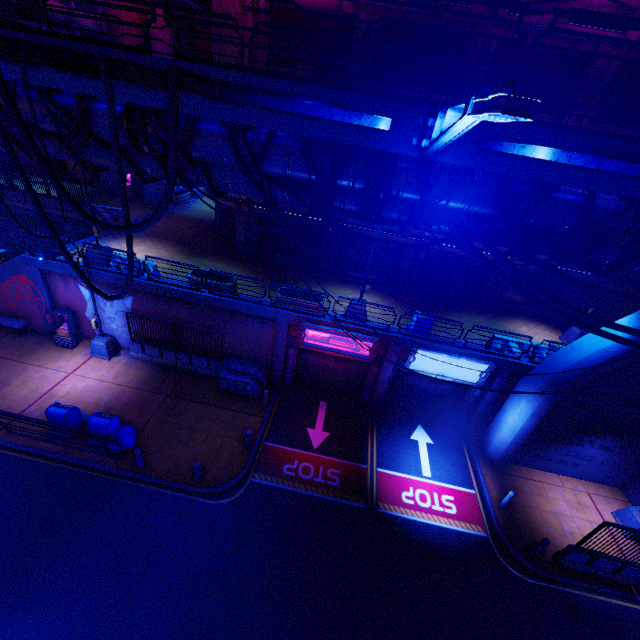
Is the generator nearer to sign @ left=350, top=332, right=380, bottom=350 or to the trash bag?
sign @ left=350, top=332, right=380, bottom=350

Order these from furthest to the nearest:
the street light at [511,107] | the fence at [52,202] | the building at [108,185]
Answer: the building at [108,185]
the fence at [52,202]
the street light at [511,107]

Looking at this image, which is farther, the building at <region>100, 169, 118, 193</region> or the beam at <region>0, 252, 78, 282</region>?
the building at <region>100, 169, 118, 193</region>

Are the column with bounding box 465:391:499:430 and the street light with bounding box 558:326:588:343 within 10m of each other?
yes

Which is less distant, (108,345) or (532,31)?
(532,31)

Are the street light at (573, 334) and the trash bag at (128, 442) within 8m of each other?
no

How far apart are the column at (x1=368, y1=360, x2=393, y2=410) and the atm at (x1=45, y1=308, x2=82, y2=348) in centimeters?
1585cm

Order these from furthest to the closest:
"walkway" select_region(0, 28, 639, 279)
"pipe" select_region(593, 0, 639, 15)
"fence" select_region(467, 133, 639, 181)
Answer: "pipe" select_region(593, 0, 639, 15), "walkway" select_region(0, 28, 639, 279), "fence" select_region(467, 133, 639, 181)
